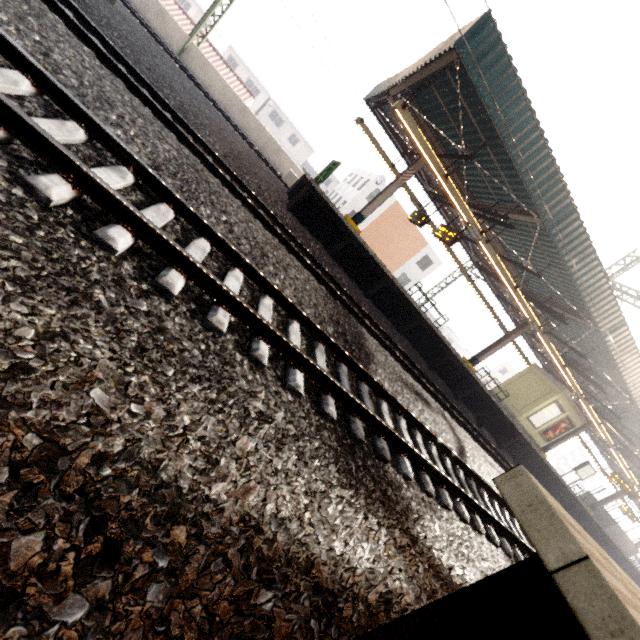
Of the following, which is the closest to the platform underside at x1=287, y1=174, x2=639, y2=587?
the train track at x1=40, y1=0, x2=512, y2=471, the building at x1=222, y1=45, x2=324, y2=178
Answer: the train track at x1=40, y1=0, x2=512, y2=471

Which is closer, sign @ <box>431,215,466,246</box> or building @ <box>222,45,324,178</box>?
sign @ <box>431,215,466,246</box>

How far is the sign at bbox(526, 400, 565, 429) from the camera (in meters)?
17.03

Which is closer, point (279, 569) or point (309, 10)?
point (279, 569)

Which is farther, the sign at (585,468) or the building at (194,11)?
the building at (194,11)

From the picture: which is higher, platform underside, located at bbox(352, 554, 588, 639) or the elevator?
the elevator

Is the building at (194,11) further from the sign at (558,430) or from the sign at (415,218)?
the sign at (558,430)

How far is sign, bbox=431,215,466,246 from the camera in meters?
11.2
